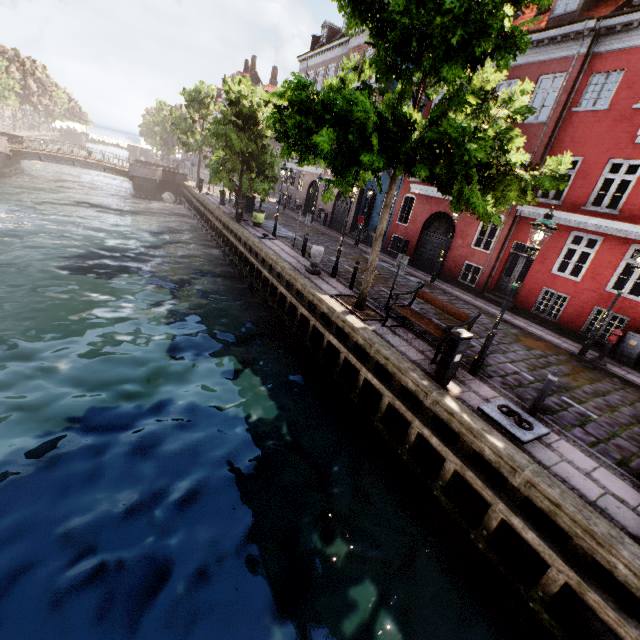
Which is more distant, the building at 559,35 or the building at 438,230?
the building at 438,230

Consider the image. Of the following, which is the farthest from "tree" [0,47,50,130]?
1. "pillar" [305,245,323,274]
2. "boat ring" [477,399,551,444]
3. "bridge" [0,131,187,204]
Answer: "boat ring" [477,399,551,444]

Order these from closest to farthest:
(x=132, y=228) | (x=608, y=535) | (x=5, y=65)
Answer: (x=608, y=535)
(x=132, y=228)
(x=5, y=65)

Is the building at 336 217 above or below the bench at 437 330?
above

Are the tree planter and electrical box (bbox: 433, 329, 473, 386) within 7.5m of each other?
yes

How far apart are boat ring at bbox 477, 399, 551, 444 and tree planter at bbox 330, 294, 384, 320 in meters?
4.0 m

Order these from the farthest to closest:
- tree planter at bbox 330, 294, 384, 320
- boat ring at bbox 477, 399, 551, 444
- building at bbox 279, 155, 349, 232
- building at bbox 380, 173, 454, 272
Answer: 1. building at bbox 279, 155, 349, 232
2. building at bbox 380, 173, 454, 272
3. tree planter at bbox 330, 294, 384, 320
4. boat ring at bbox 477, 399, 551, 444

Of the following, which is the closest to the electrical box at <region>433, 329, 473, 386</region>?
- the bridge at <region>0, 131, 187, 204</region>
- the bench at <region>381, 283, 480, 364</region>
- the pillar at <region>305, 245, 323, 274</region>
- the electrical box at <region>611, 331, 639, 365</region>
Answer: the bench at <region>381, 283, 480, 364</region>
